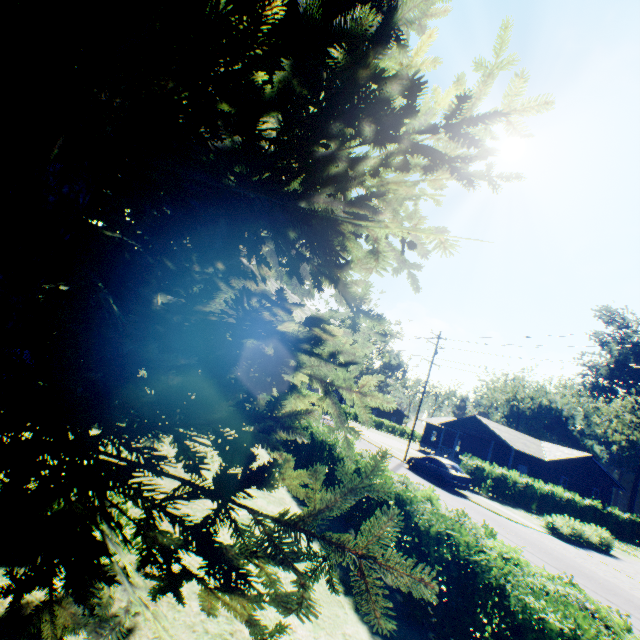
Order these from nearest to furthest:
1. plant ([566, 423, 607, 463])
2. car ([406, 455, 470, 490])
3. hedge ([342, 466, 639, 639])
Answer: hedge ([342, 466, 639, 639]) < car ([406, 455, 470, 490]) < plant ([566, 423, 607, 463])

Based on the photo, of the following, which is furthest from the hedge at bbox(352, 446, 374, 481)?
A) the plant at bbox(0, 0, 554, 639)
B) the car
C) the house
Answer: the house

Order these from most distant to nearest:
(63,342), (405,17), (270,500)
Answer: (270,500) < (405,17) < (63,342)

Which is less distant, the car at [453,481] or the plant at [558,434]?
the car at [453,481]

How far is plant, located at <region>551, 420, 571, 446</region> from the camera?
58.22m

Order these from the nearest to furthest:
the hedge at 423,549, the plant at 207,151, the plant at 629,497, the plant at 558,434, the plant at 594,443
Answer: the plant at 207,151 < the hedge at 423,549 < the plant at 629,497 < the plant at 594,443 < the plant at 558,434

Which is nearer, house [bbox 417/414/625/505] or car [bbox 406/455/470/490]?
car [bbox 406/455/470/490]

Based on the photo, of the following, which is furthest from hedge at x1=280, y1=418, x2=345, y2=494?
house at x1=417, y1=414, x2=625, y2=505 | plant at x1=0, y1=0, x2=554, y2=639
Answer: house at x1=417, y1=414, x2=625, y2=505
